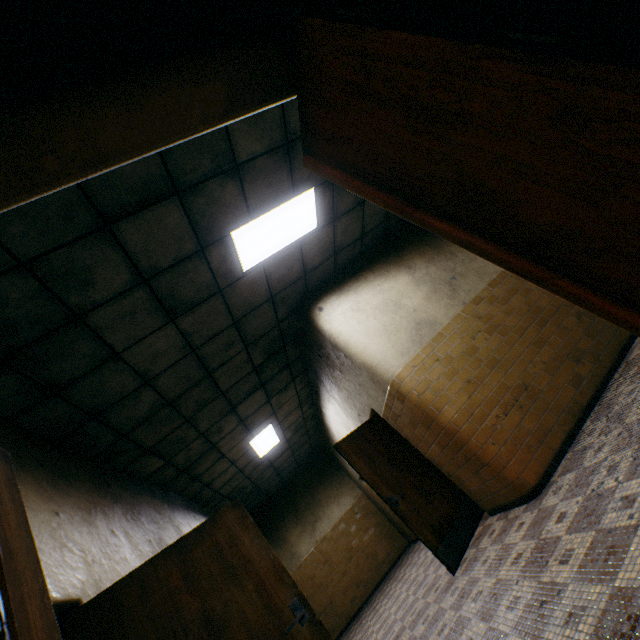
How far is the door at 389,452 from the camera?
4.2 meters

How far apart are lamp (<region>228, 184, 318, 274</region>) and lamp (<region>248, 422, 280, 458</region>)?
4.4m

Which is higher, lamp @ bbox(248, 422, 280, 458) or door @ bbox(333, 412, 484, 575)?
lamp @ bbox(248, 422, 280, 458)

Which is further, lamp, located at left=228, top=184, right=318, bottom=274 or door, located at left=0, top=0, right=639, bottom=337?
lamp, located at left=228, top=184, right=318, bottom=274

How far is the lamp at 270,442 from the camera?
7.4 meters

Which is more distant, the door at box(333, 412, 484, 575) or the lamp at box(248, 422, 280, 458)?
the lamp at box(248, 422, 280, 458)

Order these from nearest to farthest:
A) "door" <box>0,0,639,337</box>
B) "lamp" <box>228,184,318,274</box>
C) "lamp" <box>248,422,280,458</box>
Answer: "door" <box>0,0,639,337</box>, "lamp" <box>228,184,318,274</box>, "lamp" <box>248,422,280,458</box>

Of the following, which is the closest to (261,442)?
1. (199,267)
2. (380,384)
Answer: (380,384)
